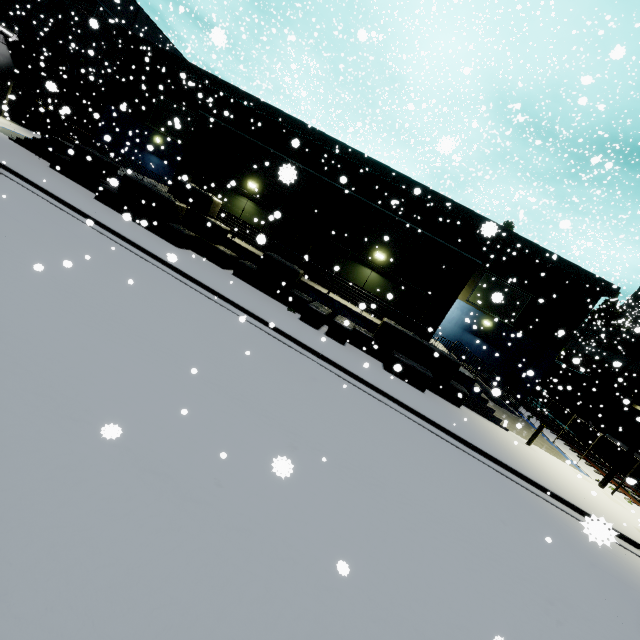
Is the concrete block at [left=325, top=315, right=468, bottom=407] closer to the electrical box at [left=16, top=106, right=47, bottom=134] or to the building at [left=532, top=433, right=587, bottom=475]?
the building at [left=532, top=433, right=587, bottom=475]

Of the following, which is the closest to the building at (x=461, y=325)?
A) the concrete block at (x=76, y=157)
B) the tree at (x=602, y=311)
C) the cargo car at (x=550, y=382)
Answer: the concrete block at (x=76, y=157)

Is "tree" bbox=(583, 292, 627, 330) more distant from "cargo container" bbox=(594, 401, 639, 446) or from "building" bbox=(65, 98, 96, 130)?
"cargo container" bbox=(594, 401, 639, 446)

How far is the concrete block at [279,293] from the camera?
14.3 meters

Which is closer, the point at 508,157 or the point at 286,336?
the point at 286,336

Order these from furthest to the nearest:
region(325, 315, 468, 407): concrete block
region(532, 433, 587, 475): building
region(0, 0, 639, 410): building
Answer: region(0, 0, 639, 410): building, region(532, 433, 587, 475): building, region(325, 315, 468, 407): concrete block

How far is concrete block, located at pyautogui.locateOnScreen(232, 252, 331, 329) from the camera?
14.28m

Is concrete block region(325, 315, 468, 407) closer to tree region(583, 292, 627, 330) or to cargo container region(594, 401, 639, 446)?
cargo container region(594, 401, 639, 446)
